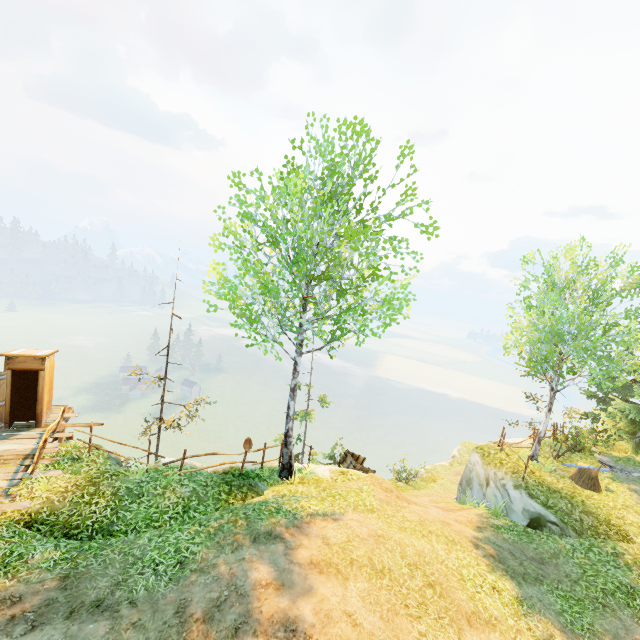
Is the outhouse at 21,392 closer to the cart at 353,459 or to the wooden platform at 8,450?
the wooden platform at 8,450

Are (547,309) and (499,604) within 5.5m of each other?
no

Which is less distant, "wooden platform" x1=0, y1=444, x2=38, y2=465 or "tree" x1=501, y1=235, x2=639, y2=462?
"wooden platform" x1=0, y1=444, x2=38, y2=465

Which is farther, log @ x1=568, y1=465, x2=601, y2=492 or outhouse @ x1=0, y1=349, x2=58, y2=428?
log @ x1=568, y1=465, x2=601, y2=492

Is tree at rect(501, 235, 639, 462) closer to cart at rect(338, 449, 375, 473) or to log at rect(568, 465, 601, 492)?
log at rect(568, 465, 601, 492)

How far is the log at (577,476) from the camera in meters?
14.0 m

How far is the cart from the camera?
16.3 meters

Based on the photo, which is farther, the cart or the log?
the cart
